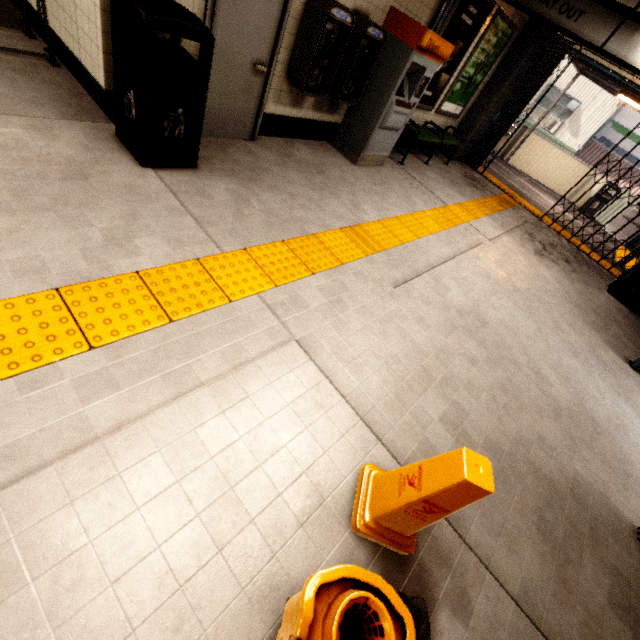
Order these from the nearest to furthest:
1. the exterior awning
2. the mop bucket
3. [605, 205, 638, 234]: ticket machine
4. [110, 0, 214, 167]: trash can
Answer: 1. the mop bucket
2. [110, 0, 214, 167]: trash can
3. the exterior awning
4. [605, 205, 638, 234]: ticket machine

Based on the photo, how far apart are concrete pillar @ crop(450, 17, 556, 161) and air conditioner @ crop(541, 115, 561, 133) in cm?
1249

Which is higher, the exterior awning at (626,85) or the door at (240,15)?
the exterior awning at (626,85)

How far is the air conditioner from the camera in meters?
17.1 m

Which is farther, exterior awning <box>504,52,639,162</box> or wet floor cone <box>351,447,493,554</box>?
exterior awning <box>504,52,639,162</box>

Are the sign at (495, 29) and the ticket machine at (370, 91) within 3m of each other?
yes

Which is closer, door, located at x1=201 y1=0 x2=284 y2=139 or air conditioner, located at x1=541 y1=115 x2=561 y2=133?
door, located at x1=201 y1=0 x2=284 y2=139

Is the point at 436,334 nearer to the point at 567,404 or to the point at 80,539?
the point at 567,404
